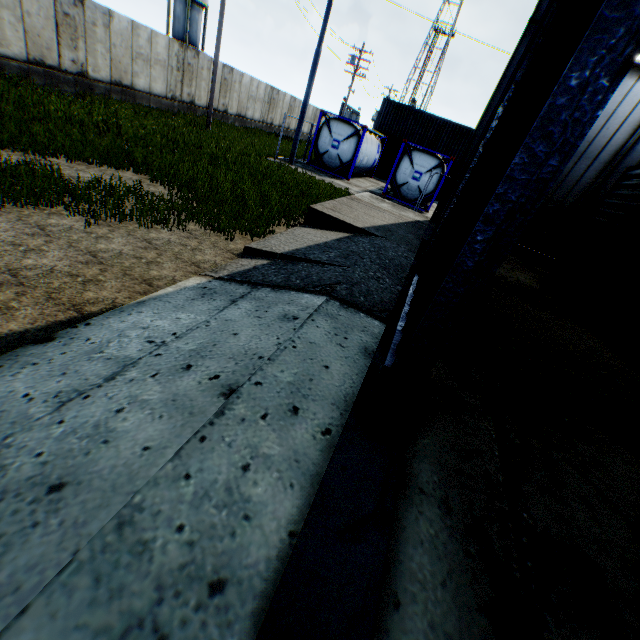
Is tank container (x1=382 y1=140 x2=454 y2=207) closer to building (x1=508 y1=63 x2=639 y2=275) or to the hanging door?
building (x1=508 y1=63 x2=639 y2=275)

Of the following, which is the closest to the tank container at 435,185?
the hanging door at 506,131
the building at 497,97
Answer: the building at 497,97

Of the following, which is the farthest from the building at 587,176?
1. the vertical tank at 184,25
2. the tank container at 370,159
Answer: the vertical tank at 184,25

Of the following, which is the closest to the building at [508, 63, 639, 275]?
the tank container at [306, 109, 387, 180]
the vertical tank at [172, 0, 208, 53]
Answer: the tank container at [306, 109, 387, 180]

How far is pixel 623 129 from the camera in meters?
9.6

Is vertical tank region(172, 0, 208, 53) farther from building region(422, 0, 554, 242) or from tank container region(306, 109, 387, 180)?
→ building region(422, 0, 554, 242)
